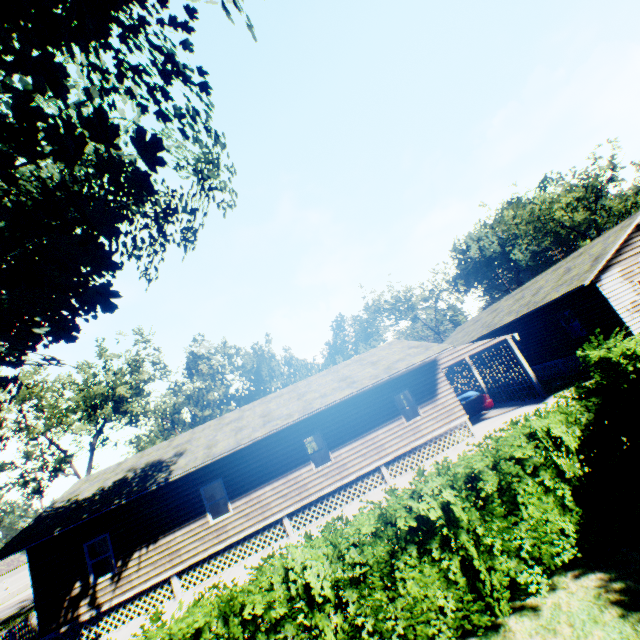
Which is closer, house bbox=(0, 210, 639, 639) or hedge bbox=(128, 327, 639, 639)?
hedge bbox=(128, 327, 639, 639)

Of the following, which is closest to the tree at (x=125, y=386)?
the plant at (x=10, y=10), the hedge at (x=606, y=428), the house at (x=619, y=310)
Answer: the plant at (x=10, y=10)

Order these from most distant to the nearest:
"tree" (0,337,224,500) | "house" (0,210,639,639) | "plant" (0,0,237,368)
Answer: "tree" (0,337,224,500), "house" (0,210,639,639), "plant" (0,0,237,368)

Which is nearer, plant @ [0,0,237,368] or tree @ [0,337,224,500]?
plant @ [0,0,237,368]

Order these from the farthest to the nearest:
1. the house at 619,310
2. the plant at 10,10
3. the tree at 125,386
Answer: the tree at 125,386 → the house at 619,310 → the plant at 10,10

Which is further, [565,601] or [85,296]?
[85,296]

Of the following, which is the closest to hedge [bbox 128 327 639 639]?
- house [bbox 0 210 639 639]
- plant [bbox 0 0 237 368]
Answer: plant [bbox 0 0 237 368]

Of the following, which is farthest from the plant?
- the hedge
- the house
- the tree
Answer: the house
